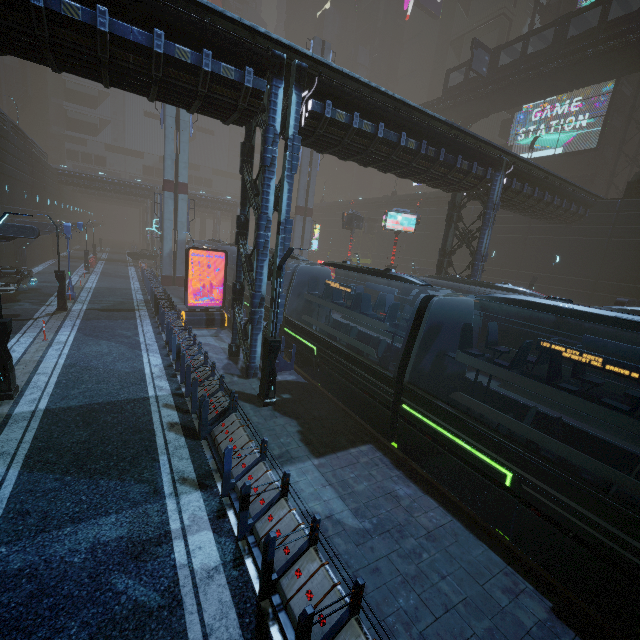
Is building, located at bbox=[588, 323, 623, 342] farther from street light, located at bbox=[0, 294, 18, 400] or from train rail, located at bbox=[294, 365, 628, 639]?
street light, located at bbox=[0, 294, 18, 400]

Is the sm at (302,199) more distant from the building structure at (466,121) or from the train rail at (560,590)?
the building structure at (466,121)

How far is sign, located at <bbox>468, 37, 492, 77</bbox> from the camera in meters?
30.8 m

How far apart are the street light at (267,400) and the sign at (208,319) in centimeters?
956cm

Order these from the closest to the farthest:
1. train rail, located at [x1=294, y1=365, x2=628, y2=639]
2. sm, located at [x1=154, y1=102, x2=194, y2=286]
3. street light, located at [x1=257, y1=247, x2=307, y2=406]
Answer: train rail, located at [x1=294, y1=365, x2=628, y2=639], street light, located at [x1=257, y1=247, x2=307, y2=406], sm, located at [x1=154, y1=102, x2=194, y2=286]

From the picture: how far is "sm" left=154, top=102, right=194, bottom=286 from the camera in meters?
29.3

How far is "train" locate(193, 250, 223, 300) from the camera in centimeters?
2773cm

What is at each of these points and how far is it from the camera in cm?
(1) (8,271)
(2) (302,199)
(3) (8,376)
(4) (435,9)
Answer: (1) car, 2170
(2) sm, 3738
(3) street light, 974
(4) sign, 5362
